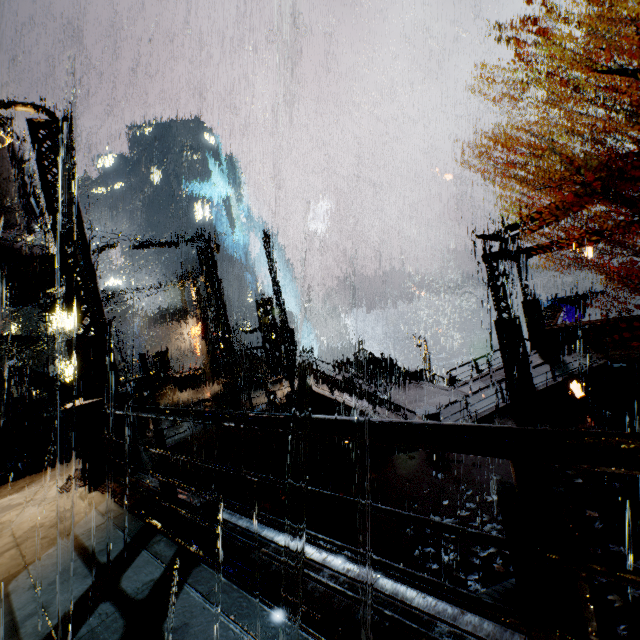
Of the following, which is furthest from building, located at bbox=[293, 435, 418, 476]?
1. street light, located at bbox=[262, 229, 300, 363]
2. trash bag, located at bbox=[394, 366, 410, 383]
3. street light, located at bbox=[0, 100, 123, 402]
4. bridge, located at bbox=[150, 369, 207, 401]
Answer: street light, located at bbox=[262, 229, 300, 363]

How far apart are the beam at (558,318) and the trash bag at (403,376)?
8.5 meters

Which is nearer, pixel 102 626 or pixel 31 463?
pixel 102 626

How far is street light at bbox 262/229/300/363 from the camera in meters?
13.7

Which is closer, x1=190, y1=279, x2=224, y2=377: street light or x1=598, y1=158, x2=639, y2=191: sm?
x1=598, y1=158, x2=639, y2=191: sm

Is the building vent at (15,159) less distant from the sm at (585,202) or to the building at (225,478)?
the building at (225,478)

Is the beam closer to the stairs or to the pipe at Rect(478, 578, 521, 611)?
the pipe at Rect(478, 578, 521, 611)

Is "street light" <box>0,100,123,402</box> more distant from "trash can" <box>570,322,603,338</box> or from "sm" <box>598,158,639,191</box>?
"trash can" <box>570,322,603,338</box>
